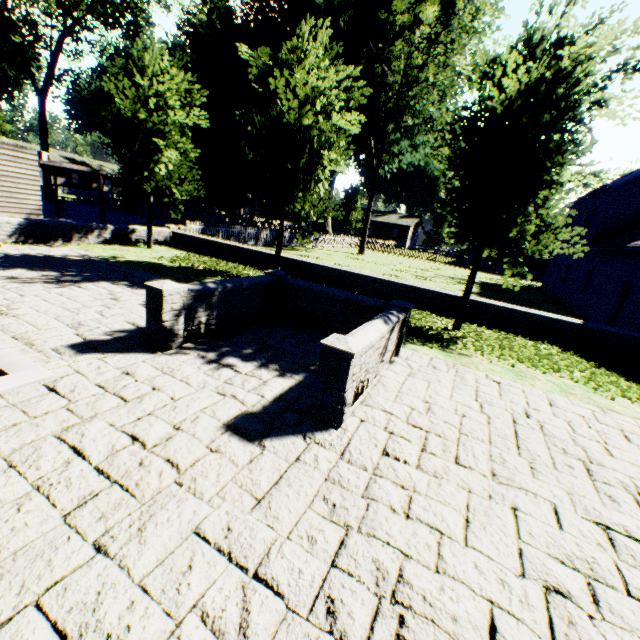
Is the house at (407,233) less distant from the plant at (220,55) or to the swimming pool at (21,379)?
the plant at (220,55)

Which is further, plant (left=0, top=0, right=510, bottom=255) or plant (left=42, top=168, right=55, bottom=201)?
plant (left=42, top=168, right=55, bottom=201)

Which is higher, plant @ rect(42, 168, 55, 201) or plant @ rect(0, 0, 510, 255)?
plant @ rect(0, 0, 510, 255)

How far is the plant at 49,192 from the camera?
31.70m

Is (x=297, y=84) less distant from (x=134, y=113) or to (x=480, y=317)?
(x=134, y=113)

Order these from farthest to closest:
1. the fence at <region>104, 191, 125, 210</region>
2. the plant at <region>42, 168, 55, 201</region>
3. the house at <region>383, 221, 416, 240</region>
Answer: the house at <region>383, 221, 416, 240</region>
the fence at <region>104, 191, 125, 210</region>
the plant at <region>42, 168, 55, 201</region>

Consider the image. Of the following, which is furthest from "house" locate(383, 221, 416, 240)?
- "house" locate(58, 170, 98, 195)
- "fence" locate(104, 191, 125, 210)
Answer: "house" locate(58, 170, 98, 195)

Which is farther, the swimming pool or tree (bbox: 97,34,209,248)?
tree (bbox: 97,34,209,248)
